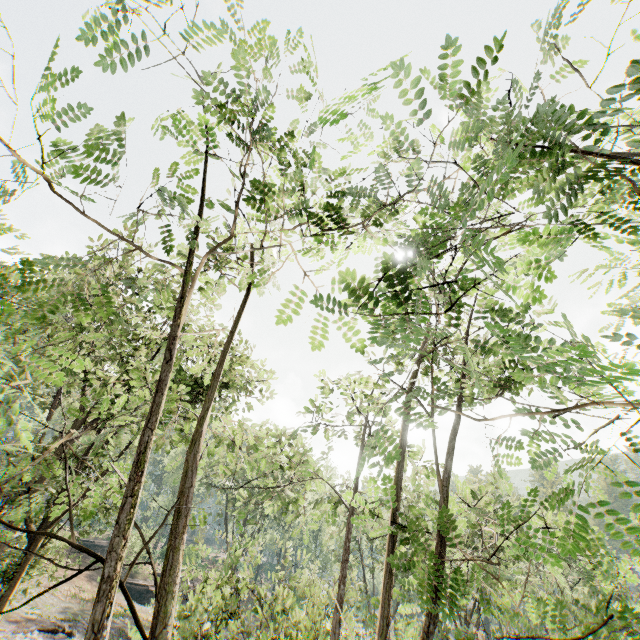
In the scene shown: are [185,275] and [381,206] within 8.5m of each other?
yes

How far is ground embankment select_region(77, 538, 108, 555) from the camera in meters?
43.2 m

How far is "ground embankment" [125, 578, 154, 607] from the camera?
36.3 meters

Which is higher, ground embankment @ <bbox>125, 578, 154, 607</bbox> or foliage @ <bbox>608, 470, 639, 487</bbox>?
foliage @ <bbox>608, 470, 639, 487</bbox>

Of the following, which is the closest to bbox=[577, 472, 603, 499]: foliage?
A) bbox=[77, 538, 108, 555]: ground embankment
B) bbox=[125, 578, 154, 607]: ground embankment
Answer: bbox=[77, 538, 108, 555]: ground embankment

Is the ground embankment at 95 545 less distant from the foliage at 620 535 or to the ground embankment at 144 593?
the foliage at 620 535

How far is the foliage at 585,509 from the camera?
2.1 meters
